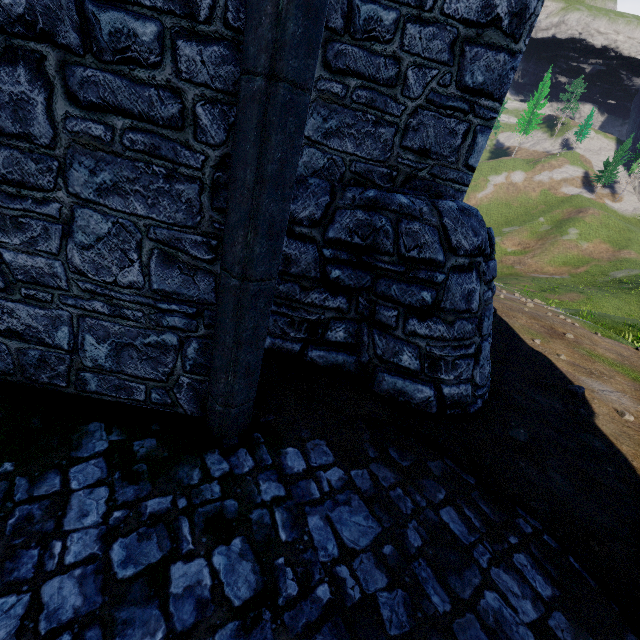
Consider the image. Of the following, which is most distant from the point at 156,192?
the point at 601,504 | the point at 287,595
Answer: the point at 601,504
